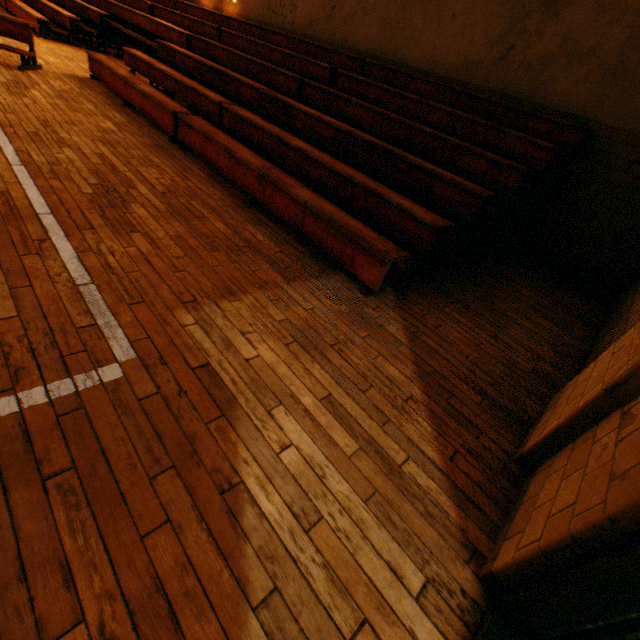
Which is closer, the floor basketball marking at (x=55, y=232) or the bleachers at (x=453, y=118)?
the floor basketball marking at (x=55, y=232)

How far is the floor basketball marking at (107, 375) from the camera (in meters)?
1.59

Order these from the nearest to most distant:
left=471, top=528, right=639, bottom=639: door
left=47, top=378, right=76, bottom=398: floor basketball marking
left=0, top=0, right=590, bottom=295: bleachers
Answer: left=471, top=528, right=639, bottom=639: door → left=47, top=378, right=76, bottom=398: floor basketball marking → left=0, top=0, right=590, bottom=295: bleachers

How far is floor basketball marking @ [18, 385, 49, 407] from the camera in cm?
139

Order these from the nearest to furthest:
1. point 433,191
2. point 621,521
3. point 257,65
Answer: point 621,521, point 433,191, point 257,65

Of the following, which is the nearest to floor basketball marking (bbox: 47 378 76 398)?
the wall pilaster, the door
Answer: the door
